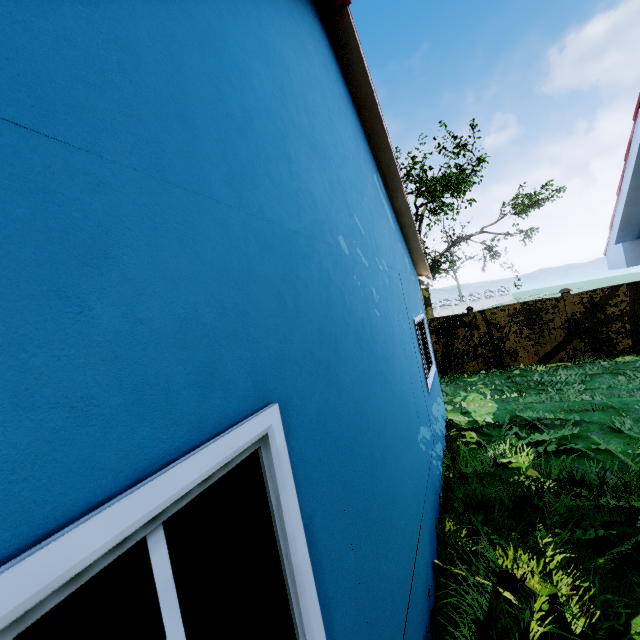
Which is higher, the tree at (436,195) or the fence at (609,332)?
the tree at (436,195)

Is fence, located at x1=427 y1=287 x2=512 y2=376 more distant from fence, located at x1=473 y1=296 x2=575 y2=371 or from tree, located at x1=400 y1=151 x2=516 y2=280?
tree, located at x1=400 y1=151 x2=516 y2=280

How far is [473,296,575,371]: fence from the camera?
11.3m

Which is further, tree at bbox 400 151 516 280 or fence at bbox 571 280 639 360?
tree at bbox 400 151 516 280

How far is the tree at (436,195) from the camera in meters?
15.4

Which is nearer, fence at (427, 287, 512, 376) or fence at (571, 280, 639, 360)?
fence at (571, 280, 639, 360)

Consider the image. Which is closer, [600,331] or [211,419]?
[211,419]

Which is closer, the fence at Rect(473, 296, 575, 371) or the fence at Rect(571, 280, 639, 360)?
the fence at Rect(571, 280, 639, 360)
